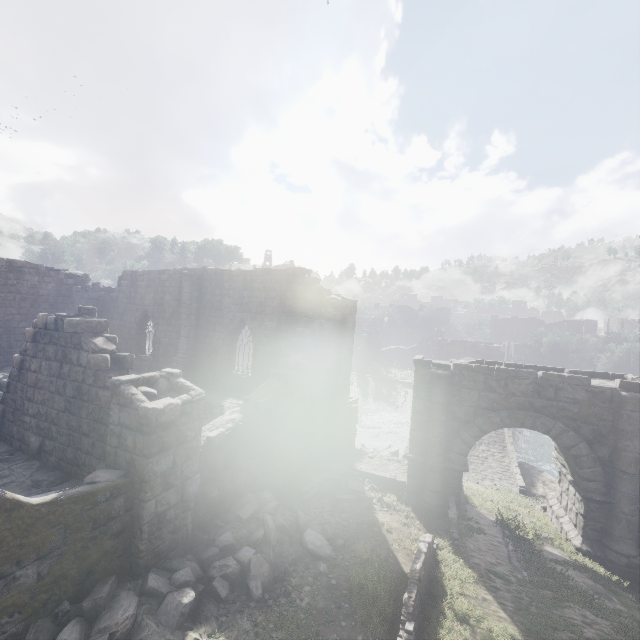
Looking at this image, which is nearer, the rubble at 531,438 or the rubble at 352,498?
the rubble at 352,498

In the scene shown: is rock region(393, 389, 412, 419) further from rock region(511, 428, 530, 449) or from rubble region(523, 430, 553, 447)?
rubble region(523, 430, 553, 447)

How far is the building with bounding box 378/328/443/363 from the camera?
51.7 meters

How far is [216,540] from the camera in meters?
7.7 m

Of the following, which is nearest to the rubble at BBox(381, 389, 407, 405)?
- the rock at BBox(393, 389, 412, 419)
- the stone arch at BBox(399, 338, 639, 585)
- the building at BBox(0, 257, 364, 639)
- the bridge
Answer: the rock at BBox(393, 389, 412, 419)

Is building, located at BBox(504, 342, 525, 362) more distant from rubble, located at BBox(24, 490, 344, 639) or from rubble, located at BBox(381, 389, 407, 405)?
rubble, located at BBox(381, 389, 407, 405)

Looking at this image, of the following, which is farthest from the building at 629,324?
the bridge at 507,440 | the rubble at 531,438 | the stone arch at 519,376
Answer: the rubble at 531,438

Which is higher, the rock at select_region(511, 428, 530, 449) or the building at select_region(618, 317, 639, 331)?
the building at select_region(618, 317, 639, 331)
